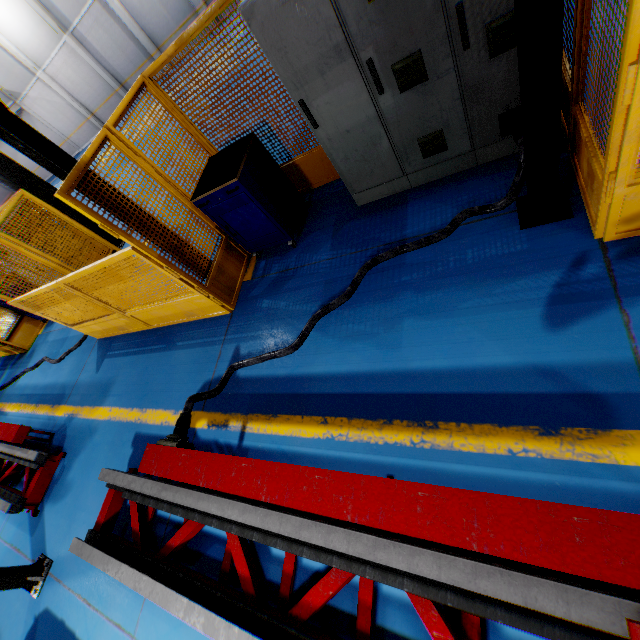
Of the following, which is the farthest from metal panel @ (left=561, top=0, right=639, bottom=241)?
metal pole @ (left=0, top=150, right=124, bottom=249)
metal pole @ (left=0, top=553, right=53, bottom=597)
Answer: metal pole @ (left=0, top=553, right=53, bottom=597)

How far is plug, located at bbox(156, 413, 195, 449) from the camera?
3.1 meters

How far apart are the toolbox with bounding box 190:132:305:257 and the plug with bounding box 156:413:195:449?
2.3m

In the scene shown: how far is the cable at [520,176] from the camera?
2.8 meters

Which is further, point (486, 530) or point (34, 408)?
point (34, 408)

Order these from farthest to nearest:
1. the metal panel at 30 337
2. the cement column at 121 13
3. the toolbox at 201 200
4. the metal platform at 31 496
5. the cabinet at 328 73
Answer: the cement column at 121 13, the metal panel at 30 337, the metal platform at 31 496, the toolbox at 201 200, the cabinet at 328 73

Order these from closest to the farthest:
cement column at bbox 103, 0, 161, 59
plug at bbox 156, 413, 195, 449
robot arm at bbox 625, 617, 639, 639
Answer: robot arm at bbox 625, 617, 639, 639 < plug at bbox 156, 413, 195, 449 < cement column at bbox 103, 0, 161, 59

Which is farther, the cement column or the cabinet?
the cement column
